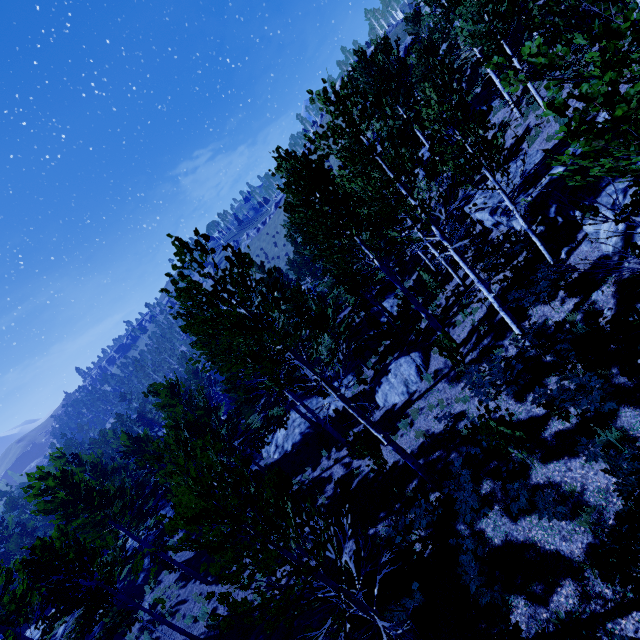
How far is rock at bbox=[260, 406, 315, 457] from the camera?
21.7 meters

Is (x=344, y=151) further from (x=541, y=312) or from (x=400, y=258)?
(x=541, y=312)

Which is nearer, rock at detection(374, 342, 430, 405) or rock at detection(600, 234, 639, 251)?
rock at detection(600, 234, 639, 251)

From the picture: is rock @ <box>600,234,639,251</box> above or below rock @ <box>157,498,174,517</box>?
above

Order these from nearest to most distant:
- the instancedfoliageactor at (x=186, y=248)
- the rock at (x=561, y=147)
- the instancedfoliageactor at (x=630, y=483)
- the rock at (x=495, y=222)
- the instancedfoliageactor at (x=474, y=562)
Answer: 1. the instancedfoliageactor at (x=630, y=483)
2. the instancedfoliageactor at (x=474, y=562)
3. the instancedfoliageactor at (x=186, y=248)
4. the rock at (x=561, y=147)
5. the rock at (x=495, y=222)

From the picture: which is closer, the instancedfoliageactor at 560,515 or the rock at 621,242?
the instancedfoliageactor at 560,515

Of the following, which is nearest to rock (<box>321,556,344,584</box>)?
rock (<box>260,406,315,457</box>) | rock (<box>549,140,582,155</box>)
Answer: rock (<box>260,406,315,457</box>)

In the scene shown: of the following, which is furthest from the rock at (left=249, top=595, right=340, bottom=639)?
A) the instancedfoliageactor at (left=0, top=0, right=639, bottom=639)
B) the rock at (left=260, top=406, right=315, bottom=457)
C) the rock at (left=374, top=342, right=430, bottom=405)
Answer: the rock at (left=374, top=342, right=430, bottom=405)
